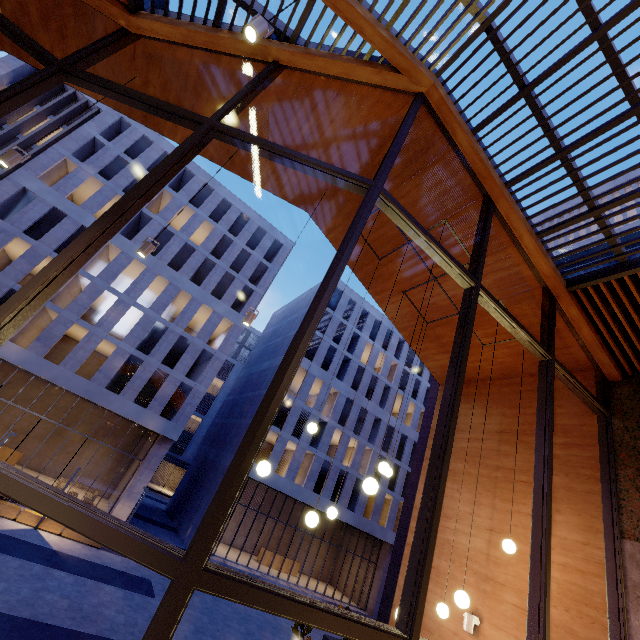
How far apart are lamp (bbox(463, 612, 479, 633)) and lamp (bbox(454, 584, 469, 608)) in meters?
2.0 m

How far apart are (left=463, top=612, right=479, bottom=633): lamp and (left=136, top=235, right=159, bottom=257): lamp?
8.1m

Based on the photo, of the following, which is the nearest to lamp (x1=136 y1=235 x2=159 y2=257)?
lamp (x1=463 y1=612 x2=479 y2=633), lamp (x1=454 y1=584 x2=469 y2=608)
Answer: lamp (x1=454 y1=584 x2=469 y2=608)

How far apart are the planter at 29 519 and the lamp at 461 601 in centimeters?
2010cm

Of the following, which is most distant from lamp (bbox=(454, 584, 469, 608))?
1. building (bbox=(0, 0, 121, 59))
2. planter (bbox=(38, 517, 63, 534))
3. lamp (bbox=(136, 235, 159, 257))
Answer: planter (bbox=(38, 517, 63, 534))

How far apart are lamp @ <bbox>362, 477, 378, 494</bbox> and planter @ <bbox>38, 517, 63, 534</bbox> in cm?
1976

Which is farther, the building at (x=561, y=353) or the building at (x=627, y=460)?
the building at (x=561, y=353)

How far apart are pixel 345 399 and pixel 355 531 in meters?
16.2
